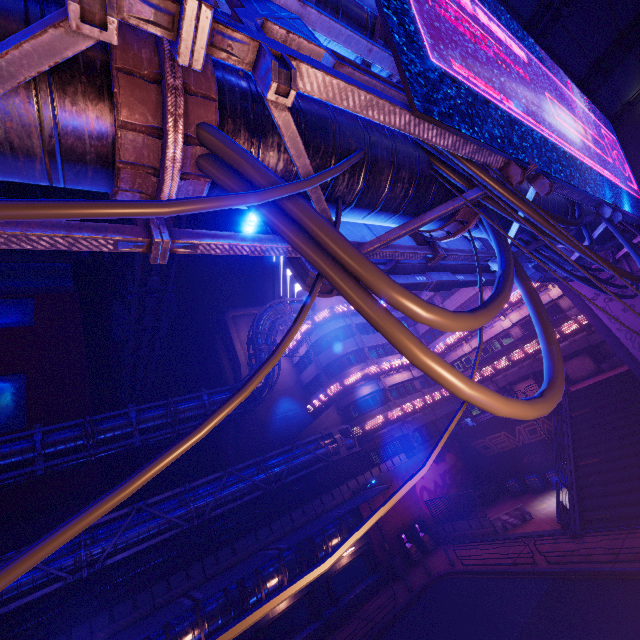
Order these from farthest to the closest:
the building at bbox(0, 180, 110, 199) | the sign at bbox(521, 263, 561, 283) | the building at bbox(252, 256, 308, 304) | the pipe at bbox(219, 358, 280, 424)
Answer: the building at bbox(0, 180, 110, 199) → the building at bbox(252, 256, 308, 304) → the pipe at bbox(219, 358, 280, 424) → the sign at bbox(521, 263, 561, 283)

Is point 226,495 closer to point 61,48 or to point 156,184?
point 156,184

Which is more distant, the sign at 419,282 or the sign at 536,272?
the sign at 536,272

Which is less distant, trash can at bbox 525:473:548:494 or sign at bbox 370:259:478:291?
sign at bbox 370:259:478:291

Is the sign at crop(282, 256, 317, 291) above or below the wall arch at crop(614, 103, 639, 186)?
below

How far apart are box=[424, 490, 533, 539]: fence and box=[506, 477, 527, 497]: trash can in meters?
5.1 m

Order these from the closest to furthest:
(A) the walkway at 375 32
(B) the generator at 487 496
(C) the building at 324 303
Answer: (A) the walkway at 375 32 < (B) the generator at 487 496 < (C) the building at 324 303

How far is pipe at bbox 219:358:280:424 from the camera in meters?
26.3 m
